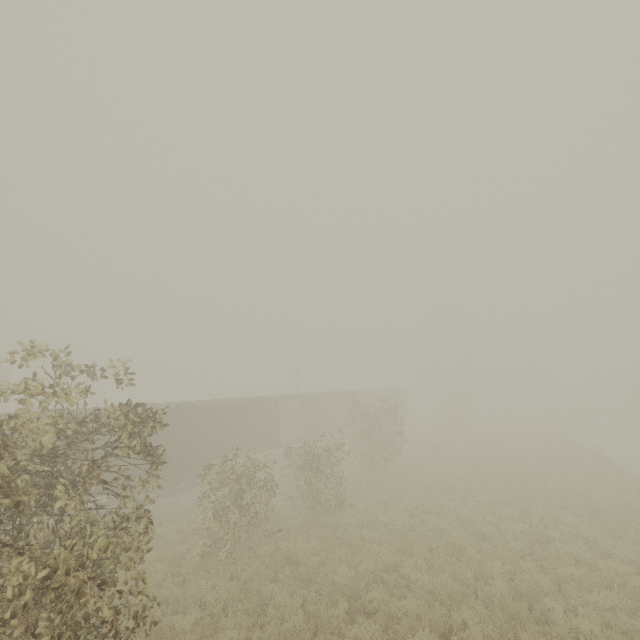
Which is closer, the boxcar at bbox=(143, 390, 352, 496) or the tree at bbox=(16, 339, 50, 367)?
the tree at bbox=(16, 339, 50, 367)

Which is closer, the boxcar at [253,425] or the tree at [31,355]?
the tree at [31,355]

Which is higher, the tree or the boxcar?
the tree

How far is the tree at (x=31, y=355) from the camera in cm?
604

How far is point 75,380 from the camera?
53.7 meters

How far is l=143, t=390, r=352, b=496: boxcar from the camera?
17.70m

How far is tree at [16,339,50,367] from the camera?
6.04m
